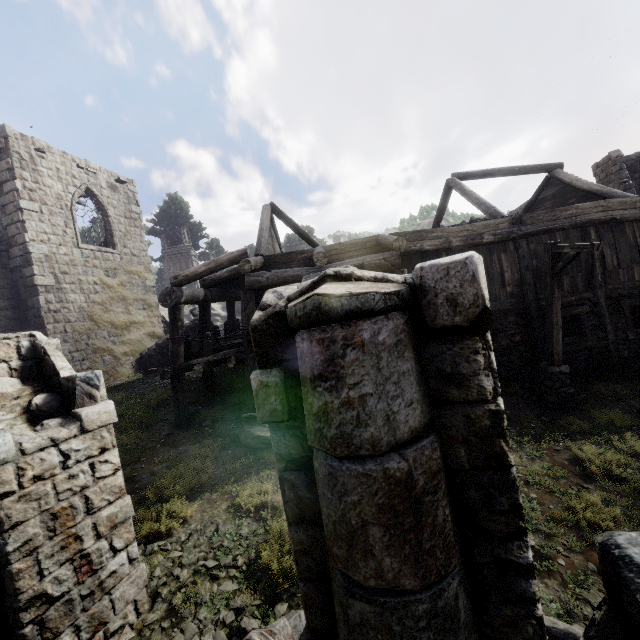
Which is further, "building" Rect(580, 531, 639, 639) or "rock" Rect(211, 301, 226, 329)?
"rock" Rect(211, 301, 226, 329)

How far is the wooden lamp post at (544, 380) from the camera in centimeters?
816cm

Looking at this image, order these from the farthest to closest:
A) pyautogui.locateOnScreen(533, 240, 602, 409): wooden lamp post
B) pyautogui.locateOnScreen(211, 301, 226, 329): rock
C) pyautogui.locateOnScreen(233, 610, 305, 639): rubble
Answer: pyautogui.locateOnScreen(211, 301, 226, 329): rock
pyautogui.locateOnScreen(533, 240, 602, 409): wooden lamp post
pyautogui.locateOnScreen(233, 610, 305, 639): rubble

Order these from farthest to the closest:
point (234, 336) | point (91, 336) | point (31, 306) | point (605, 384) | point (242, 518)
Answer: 1. point (234, 336)
2. point (91, 336)
3. point (31, 306)
4. point (605, 384)
5. point (242, 518)

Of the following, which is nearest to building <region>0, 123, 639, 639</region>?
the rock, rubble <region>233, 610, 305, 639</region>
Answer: rubble <region>233, 610, 305, 639</region>

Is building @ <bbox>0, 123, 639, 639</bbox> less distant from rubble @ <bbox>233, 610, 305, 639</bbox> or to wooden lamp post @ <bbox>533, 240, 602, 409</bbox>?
rubble @ <bbox>233, 610, 305, 639</bbox>

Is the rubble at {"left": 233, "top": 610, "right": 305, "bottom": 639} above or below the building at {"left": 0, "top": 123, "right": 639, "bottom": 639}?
below

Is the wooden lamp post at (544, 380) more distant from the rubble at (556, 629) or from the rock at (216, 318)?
the rock at (216, 318)
